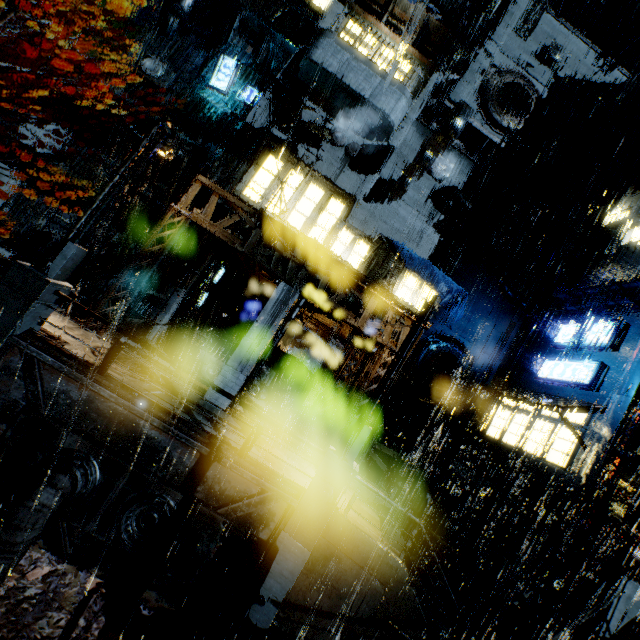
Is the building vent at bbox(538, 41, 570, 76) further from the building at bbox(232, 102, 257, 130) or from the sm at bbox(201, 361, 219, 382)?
the sm at bbox(201, 361, 219, 382)

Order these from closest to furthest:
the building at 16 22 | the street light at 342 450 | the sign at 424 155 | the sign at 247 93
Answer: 1. the street light at 342 450
2. the sign at 424 155
3. the building at 16 22
4. the sign at 247 93

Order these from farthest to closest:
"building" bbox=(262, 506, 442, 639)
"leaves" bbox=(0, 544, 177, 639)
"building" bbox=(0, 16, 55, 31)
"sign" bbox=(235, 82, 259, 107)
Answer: "sign" bbox=(235, 82, 259, 107), "building" bbox=(0, 16, 55, 31), "building" bbox=(262, 506, 442, 639), "leaves" bbox=(0, 544, 177, 639)

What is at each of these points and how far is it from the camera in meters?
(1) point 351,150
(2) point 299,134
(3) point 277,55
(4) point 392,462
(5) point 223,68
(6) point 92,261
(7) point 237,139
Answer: (1) building vent, 18.8
(2) scaffolding, 17.5
(3) sm, 20.8
(4) building, 22.0
(5) sign, 19.3
(6) building, 20.0
(7) building, 18.1

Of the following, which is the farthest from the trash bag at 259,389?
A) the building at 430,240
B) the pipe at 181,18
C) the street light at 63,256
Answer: the pipe at 181,18

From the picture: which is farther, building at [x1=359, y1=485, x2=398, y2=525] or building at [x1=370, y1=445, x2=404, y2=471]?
building at [x1=370, y1=445, x2=404, y2=471]

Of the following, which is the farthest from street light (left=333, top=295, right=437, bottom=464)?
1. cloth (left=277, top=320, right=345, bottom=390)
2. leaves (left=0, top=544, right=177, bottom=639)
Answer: cloth (left=277, top=320, right=345, bottom=390)
